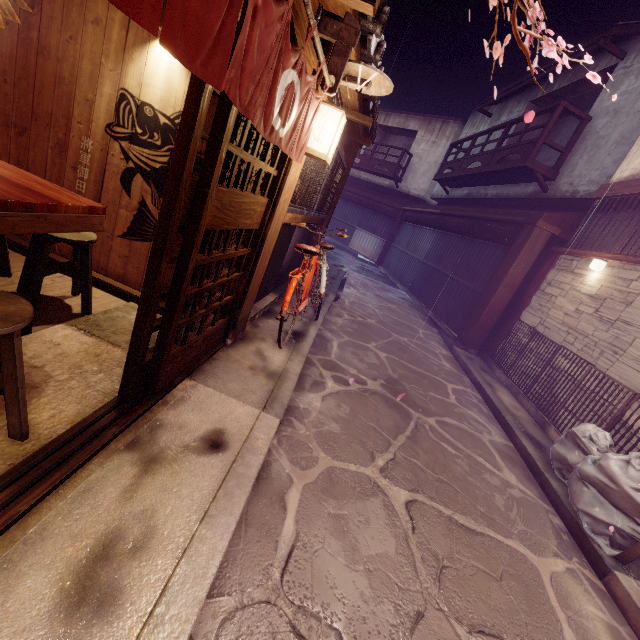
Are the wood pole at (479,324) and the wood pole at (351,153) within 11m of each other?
yes

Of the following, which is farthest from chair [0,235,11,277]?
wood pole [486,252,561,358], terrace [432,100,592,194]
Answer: terrace [432,100,592,194]

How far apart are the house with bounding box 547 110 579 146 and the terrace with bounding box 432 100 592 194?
4.0m

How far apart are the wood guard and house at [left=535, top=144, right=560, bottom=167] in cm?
1963

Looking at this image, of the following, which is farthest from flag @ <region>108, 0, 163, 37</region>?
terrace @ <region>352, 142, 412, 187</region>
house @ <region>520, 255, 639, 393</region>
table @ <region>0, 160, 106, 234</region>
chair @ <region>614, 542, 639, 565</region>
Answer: terrace @ <region>352, 142, 412, 187</region>

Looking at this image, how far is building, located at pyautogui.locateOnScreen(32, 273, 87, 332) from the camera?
5.2 meters

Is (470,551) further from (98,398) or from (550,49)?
(550,49)

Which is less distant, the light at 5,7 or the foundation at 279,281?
the light at 5,7
